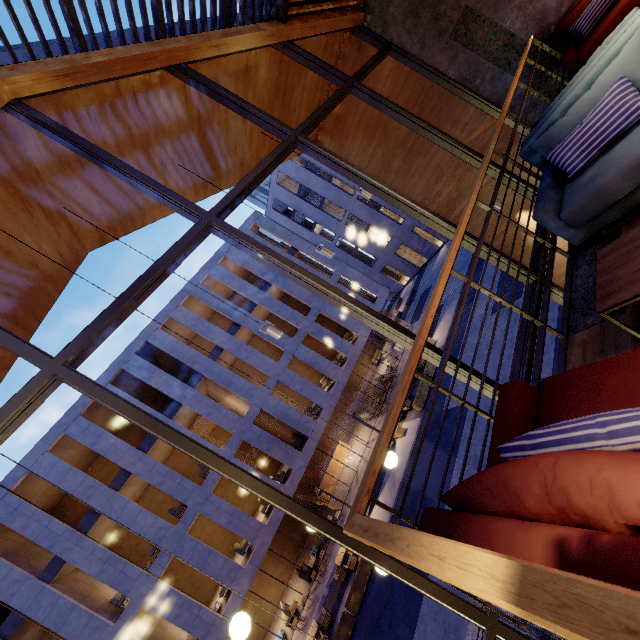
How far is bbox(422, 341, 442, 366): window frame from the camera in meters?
3.5

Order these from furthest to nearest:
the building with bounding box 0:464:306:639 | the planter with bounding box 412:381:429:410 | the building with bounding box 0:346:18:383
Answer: the planter with bounding box 412:381:429:410 → the building with bounding box 0:464:306:639 → the building with bounding box 0:346:18:383

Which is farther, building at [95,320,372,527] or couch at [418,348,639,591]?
building at [95,320,372,527]

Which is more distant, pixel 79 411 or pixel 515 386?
pixel 79 411

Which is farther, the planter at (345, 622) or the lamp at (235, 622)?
the planter at (345, 622)

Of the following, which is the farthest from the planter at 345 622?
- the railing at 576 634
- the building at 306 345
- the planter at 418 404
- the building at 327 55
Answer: the railing at 576 634

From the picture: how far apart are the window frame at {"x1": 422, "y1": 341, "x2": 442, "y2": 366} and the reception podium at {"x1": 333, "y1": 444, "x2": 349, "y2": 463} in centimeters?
2198cm

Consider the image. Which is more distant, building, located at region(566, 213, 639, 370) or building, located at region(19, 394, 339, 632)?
building, located at region(19, 394, 339, 632)
